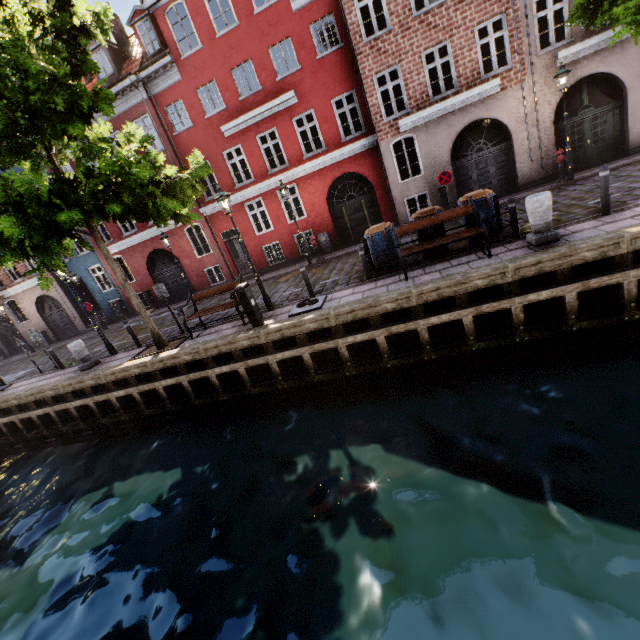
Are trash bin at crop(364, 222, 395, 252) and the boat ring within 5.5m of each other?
yes

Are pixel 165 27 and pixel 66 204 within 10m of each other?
no

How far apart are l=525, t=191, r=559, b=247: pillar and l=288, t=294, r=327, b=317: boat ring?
5.2 meters

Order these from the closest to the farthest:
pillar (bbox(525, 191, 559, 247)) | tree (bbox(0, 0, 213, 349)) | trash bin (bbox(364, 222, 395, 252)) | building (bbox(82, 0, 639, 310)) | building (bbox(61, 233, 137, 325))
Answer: tree (bbox(0, 0, 213, 349)) → pillar (bbox(525, 191, 559, 247)) → trash bin (bbox(364, 222, 395, 252)) → building (bbox(82, 0, 639, 310)) → building (bbox(61, 233, 137, 325))

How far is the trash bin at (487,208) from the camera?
8.4 meters

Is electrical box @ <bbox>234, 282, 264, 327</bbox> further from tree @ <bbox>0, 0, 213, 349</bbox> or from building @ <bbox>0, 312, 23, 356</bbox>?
building @ <bbox>0, 312, 23, 356</bbox>

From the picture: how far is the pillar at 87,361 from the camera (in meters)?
11.56

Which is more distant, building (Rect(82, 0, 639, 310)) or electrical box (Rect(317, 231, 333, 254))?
electrical box (Rect(317, 231, 333, 254))
